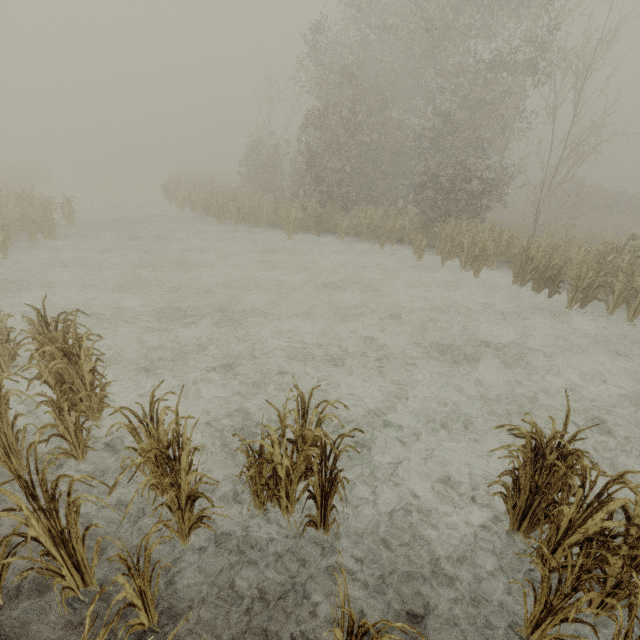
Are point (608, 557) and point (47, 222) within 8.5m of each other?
no

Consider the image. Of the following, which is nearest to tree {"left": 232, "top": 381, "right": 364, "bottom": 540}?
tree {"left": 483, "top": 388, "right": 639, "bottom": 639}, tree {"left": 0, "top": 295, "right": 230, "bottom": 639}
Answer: tree {"left": 0, "top": 295, "right": 230, "bottom": 639}

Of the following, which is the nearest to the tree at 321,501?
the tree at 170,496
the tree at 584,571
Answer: the tree at 170,496

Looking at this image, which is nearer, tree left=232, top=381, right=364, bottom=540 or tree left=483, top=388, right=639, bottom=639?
tree left=483, top=388, right=639, bottom=639

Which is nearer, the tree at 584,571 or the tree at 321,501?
the tree at 584,571

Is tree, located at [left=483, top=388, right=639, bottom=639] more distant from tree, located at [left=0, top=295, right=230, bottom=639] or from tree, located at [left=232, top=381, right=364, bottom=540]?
tree, located at [left=0, top=295, right=230, bottom=639]

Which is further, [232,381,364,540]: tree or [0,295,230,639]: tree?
[232,381,364,540]: tree
